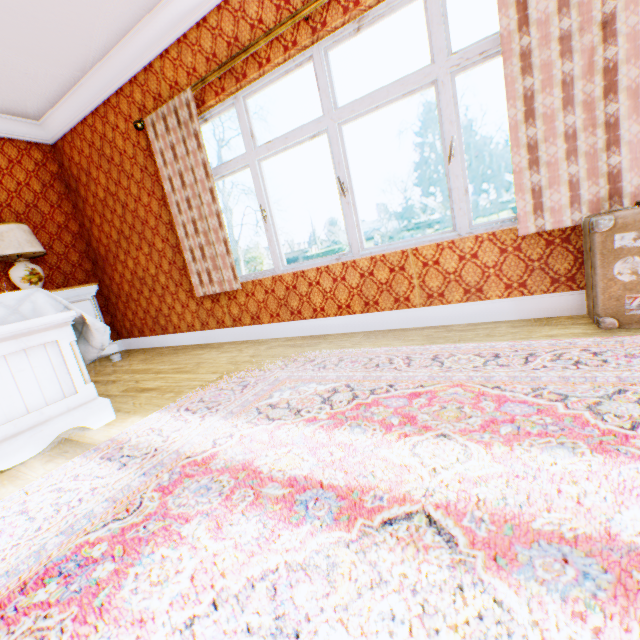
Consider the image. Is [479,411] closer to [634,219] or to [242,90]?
[634,219]

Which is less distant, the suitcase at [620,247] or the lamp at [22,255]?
the suitcase at [620,247]

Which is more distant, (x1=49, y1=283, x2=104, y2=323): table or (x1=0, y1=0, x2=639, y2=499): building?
(x1=49, y1=283, x2=104, y2=323): table

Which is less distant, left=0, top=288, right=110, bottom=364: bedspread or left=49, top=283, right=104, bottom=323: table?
left=0, top=288, right=110, bottom=364: bedspread

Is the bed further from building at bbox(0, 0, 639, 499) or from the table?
the table

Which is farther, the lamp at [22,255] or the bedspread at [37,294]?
the lamp at [22,255]

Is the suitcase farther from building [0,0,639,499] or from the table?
the table

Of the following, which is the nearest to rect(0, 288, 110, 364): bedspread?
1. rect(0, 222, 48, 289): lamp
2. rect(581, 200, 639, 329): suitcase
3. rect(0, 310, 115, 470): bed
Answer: rect(0, 310, 115, 470): bed
